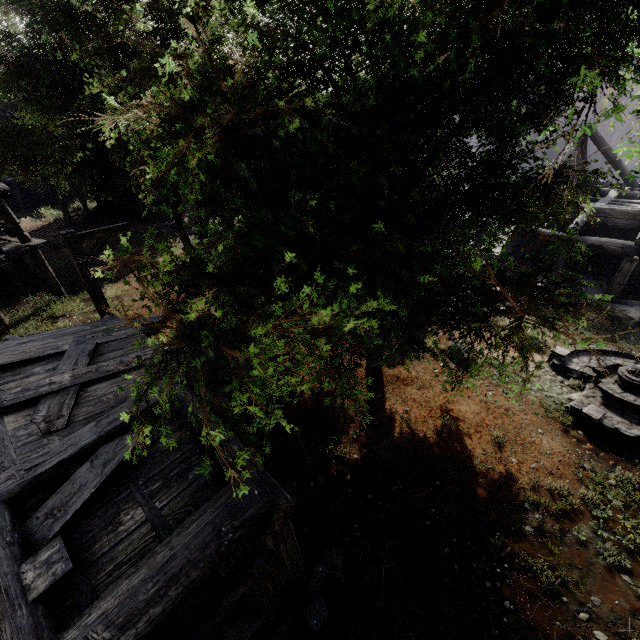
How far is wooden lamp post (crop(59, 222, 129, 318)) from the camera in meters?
7.9 m

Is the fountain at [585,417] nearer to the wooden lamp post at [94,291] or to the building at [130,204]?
the building at [130,204]

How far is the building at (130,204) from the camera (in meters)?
25.44

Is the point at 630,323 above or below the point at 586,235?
below

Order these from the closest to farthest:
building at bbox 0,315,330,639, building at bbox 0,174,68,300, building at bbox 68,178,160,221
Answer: building at bbox 0,315,330,639 → building at bbox 0,174,68,300 → building at bbox 68,178,160,221

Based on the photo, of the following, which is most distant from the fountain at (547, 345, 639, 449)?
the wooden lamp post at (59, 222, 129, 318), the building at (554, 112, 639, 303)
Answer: the wooden lamp post at (59, 222, 129, 318)

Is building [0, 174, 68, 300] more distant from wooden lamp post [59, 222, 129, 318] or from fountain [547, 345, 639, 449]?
fountain [547, 345, 639, 449]
